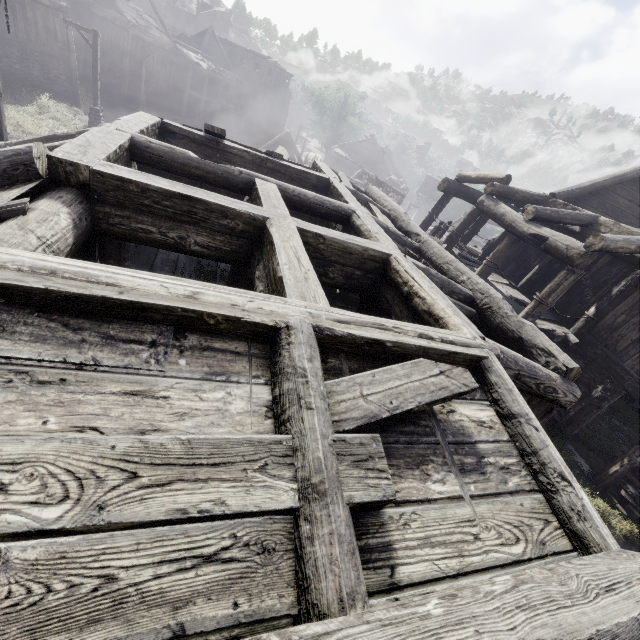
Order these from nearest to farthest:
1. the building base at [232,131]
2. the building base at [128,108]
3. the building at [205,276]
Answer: the building at [205,276] < the building base at [128,108] < the building base at [232,131]

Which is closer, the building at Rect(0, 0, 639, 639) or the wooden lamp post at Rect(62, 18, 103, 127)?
the building at Rect(0, 0, 639, 639)

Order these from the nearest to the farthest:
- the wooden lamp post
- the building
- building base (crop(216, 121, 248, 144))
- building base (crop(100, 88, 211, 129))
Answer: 1. the building
2. the wooden lamp post
3. building base (crop(100, 88, 211, 129))
4. building base (crop(216, 121, 248, 144))

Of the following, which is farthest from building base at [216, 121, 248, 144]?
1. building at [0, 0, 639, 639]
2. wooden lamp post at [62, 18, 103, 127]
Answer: building at [0, 0, 639, 639]

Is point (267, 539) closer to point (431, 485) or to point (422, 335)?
point (431, 485)

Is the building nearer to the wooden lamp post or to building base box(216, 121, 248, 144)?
the wooden lamp post

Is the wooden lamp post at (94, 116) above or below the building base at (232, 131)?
above

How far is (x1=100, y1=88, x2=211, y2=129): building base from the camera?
29.5 meters
